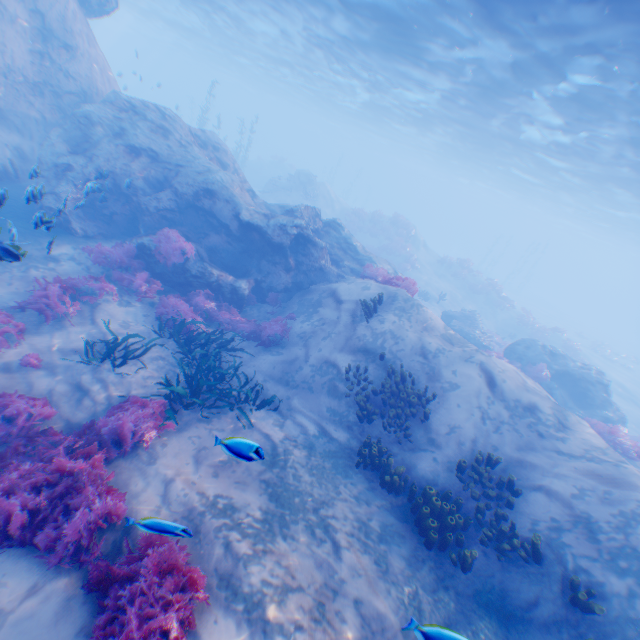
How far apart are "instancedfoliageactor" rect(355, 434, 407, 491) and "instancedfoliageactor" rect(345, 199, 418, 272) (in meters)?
25.37

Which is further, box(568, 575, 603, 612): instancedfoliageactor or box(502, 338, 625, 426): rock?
box(502, 338, 625, 426): rock

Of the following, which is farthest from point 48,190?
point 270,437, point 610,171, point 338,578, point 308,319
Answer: point 610,171

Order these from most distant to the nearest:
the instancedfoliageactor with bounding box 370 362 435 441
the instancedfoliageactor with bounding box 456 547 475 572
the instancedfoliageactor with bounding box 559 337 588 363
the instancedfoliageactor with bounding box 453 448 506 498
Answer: the instancedfoliageactor with bounding box 559 337 588 363 < the instancedfoliageactor with bounding box 370 362 435 441 < the instancedfoliageactor with bounding box 453 448 506 498 < the instancedfoliageactor with bounding box 456 547 475 572

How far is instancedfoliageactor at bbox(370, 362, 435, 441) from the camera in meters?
8.7

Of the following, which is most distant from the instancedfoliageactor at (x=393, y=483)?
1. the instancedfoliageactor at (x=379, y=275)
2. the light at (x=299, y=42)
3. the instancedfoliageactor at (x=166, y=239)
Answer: the light at (x=299, y=42)

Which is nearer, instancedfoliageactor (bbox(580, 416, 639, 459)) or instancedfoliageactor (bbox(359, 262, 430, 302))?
instancedfoliageactor (bbox(580, 416, 639, 459))

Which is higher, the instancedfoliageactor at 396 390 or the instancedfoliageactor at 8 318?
the instancedfoliageactor at 396 390
